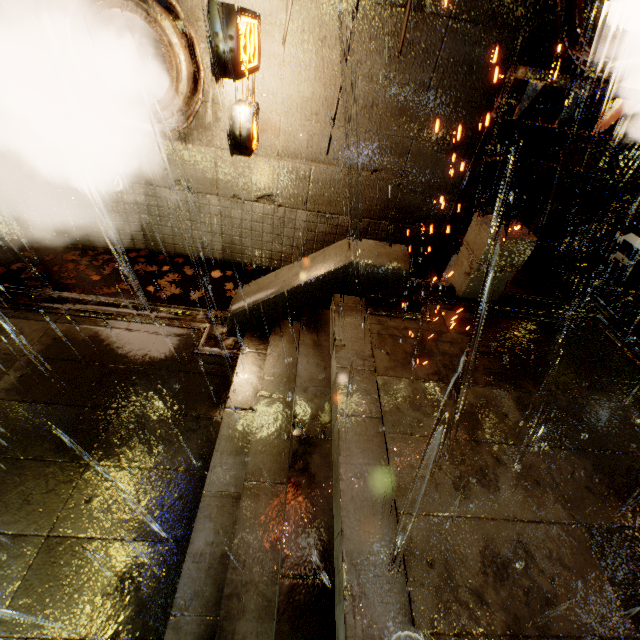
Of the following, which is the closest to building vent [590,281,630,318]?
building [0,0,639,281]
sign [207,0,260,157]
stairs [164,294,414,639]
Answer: building [0,0,639,281]

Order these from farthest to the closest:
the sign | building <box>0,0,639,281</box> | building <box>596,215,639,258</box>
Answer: building <box>596,215,639,258</box>
building <box>0,0,639,281</box>
the sign

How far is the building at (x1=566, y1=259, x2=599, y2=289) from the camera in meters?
8.3 m

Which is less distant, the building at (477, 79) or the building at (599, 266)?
the building at (477, 79)

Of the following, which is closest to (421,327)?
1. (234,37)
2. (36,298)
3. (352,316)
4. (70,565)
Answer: (352,316)

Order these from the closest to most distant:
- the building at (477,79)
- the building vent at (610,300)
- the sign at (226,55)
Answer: the sign at (226,55) → the building at (477,79) → the building vent at (610,300)

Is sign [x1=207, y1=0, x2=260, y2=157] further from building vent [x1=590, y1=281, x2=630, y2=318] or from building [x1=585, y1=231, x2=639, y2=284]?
building vent [x1=590, y1=281, x2=630, y2=318]

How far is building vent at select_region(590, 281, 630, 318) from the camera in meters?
12.2 m
